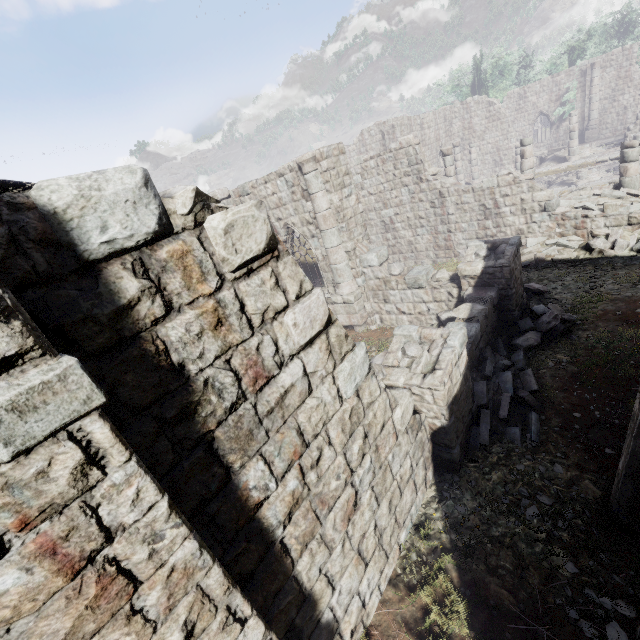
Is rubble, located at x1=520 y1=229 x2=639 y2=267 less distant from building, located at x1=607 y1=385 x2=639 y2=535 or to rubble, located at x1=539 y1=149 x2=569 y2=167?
building, located at x1=607 y1=385 x2=639 y2=535

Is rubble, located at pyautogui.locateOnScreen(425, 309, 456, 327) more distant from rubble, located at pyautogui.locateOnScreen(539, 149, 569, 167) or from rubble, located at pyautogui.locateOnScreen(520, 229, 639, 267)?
rubble, located at pyautogui.locateOnScreen(539, 149, 569, 167)

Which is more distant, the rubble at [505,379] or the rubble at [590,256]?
the rubble at [590,256]

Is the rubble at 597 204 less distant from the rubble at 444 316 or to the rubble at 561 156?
the rubble at 444 316

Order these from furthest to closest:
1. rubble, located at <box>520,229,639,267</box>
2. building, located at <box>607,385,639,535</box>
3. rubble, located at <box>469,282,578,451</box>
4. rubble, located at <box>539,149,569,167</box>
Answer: rubble, located at <box>539,149,569,167</box> < rubble, located at <box>520,229,639,267</box> < rubble, located at <box>469,282,578,451</box> < building, located at <box>607,385,639,535</box>

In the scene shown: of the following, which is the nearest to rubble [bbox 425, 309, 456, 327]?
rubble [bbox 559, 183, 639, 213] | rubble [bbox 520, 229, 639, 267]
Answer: rubble [bbox 520, 229, 639, 267]

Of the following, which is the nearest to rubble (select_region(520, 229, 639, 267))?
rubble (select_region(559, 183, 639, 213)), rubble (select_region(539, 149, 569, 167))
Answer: rubble (select_region(559, 183, 639, 213))

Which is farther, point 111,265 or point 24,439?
point 111,265
